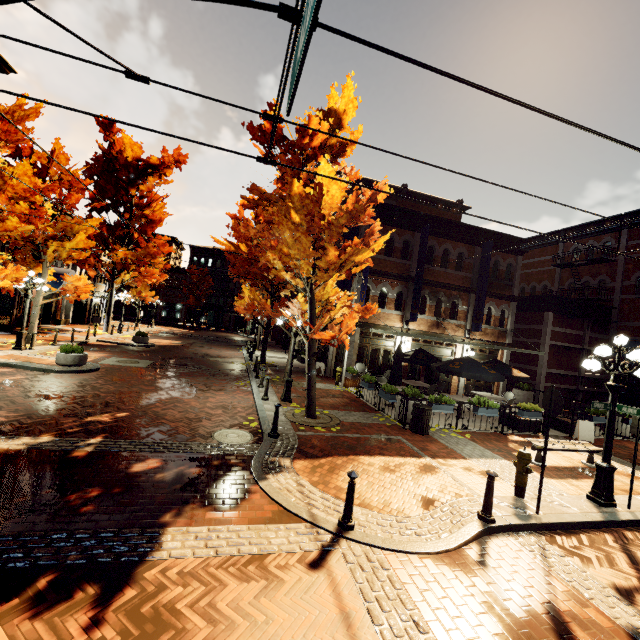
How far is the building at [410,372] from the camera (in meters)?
17.59

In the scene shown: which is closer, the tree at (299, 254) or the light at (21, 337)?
the tree at (299, 254)

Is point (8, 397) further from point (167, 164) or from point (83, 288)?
point (167, 164)

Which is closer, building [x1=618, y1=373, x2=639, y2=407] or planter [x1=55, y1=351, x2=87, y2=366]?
planter [x1=55, y1=351, x2=87, y2=366]

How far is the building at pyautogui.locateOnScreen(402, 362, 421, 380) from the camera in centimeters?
1759cm

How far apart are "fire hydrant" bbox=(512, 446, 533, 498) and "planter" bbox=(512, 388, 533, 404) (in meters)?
13.42

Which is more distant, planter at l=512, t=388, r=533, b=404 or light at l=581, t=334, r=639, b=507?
planter at l=512, t=388, r=533, b=404

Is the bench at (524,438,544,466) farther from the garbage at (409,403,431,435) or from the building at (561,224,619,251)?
the building at (561,224,619,251)
